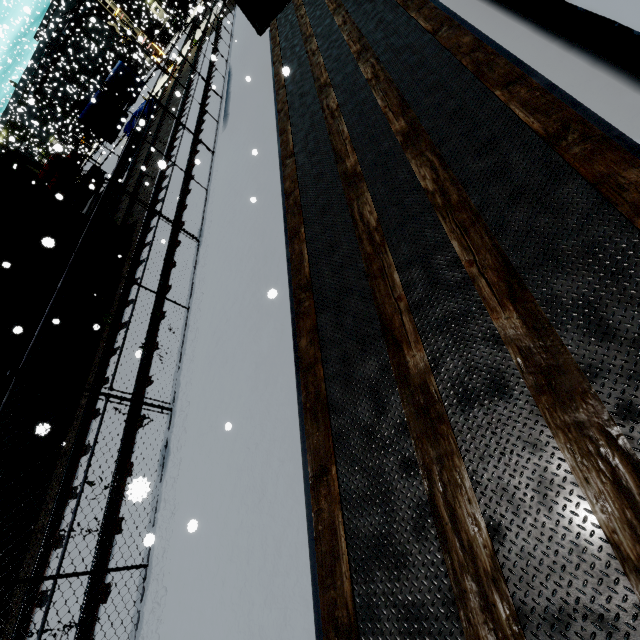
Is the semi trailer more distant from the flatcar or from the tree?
the tree

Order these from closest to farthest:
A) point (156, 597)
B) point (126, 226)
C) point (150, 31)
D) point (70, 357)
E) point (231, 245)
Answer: point (156, 597) → point (231, 245) → point (70, 357) → point (126, 226) → point (150, 31)

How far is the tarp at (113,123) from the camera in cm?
1902

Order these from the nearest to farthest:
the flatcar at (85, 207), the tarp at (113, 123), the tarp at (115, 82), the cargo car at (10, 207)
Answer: the cargo car at (10, 207)
the flatcar at (85, 207)
the tarp at (113, 123)
the tarp at (115, 82)

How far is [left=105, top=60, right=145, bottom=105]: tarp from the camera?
22.3m

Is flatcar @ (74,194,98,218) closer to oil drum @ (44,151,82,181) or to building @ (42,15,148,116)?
building @ (42,15,148,116)

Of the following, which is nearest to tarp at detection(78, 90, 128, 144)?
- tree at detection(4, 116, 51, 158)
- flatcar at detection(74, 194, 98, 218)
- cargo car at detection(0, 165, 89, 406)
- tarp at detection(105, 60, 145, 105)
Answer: tarp at detection(105, 60, 145, 105)

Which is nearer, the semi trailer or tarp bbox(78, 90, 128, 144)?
the semi trailer
